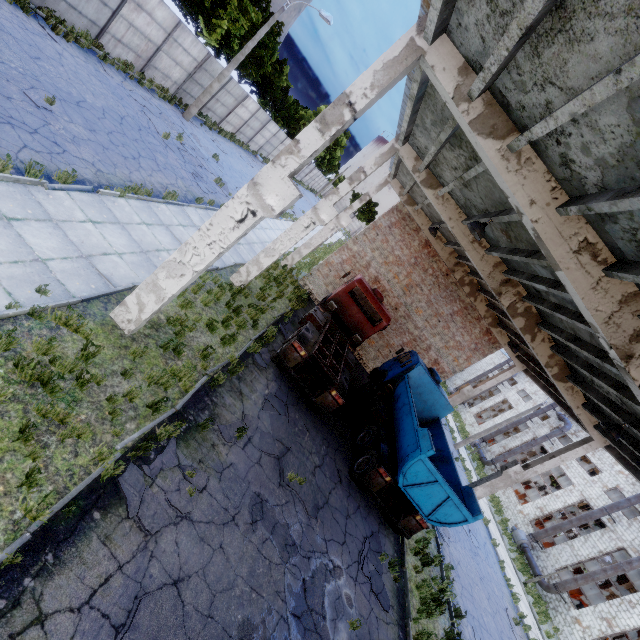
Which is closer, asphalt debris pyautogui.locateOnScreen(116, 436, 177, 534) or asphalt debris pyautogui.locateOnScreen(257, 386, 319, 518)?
asphalt debris pyautogui.locateOnScreen(116, 436, 177, 534)

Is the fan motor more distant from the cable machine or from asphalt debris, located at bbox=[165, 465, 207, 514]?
asphalt debris, located at bbox=[165, 465, 207, 514]

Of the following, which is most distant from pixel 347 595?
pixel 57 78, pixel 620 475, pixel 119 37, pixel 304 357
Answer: pixel 620 475

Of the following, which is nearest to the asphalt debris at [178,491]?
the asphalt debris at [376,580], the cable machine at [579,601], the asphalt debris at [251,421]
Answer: the asphalt debris at [251,421]

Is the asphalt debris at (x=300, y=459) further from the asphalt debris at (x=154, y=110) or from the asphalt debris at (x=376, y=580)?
the asphalt debris at (x=154, y=110)

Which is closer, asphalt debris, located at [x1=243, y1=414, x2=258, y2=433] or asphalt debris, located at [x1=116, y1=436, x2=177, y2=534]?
asphalt debris, located at [x1=116, y1=436, x2=177, y2=534]

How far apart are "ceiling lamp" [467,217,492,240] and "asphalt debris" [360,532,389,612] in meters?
9.3

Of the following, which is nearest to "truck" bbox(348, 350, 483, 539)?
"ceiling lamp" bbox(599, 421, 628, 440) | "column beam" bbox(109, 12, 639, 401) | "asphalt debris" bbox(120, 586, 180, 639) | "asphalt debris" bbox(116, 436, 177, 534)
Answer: "column beam" bbox(109, 12, 639, 401)
